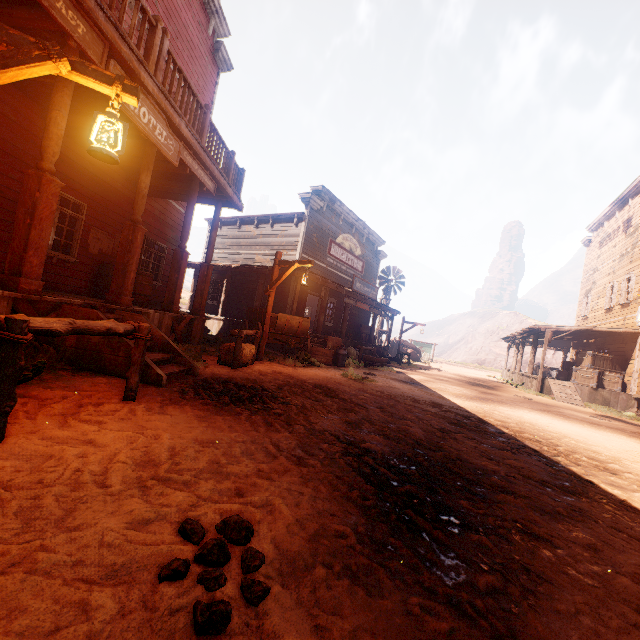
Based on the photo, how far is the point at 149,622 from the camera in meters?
1.2

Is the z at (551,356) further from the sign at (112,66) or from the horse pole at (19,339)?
the sign at (112,66)

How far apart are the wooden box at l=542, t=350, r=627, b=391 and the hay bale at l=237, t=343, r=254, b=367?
16.9m

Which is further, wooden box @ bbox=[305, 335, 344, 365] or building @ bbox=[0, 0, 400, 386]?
wooden box @ bbox=[305, 335, 344, 365]

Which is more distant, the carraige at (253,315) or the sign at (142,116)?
the carraige at (253,315)

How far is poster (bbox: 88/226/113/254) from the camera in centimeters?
873cm

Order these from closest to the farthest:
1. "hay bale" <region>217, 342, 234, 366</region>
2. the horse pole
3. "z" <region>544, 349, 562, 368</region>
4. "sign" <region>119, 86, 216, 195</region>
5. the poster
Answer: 1. the horse pole
2. "sign" <region>119, 86, 216, 195</region>
3. "hay bale" <region>217, 342, 234, 366</region>
4. the poster
5. "z" <region>544, 349, 562, 368</region>

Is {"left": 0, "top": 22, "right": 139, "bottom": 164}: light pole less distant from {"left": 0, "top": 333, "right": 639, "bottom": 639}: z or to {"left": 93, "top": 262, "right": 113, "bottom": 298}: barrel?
{"left": 0, "top": 333, "right": 639, "bottom": 639}: z
